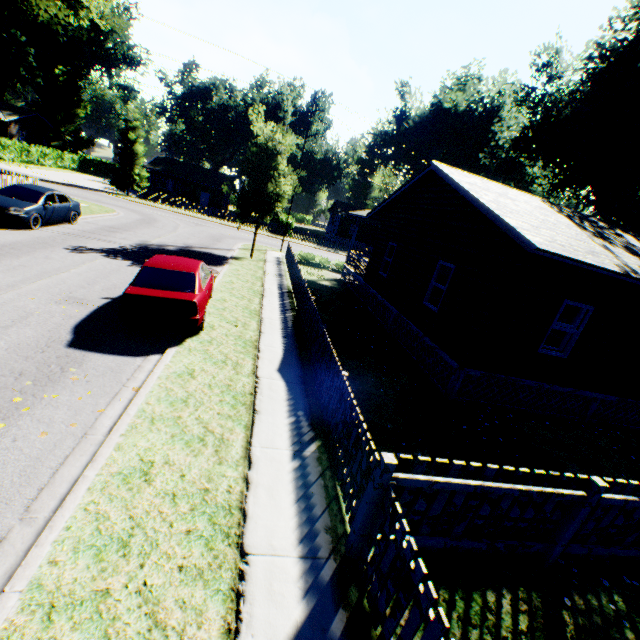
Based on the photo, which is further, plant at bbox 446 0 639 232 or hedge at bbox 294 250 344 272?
hedge at bbox 294 250 344 272

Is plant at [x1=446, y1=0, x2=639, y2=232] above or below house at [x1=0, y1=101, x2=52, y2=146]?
above

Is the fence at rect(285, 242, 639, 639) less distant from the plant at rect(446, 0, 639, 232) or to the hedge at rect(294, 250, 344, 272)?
the hedge at rect(294, 250, 344, 272)

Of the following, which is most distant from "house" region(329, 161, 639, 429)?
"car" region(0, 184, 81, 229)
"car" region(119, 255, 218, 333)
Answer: "car" region(0, 184, 81, 229)

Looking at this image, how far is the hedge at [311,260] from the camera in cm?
2431

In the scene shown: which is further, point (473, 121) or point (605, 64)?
point (473, 121)

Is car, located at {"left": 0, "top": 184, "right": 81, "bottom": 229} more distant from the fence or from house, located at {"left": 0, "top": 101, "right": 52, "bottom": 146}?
house, located at {"left": 0, "top": 101, "right": 52, "bottom": 146}

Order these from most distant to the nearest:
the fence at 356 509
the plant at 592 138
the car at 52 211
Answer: the plant at 592 138 → the car at 52 211 → the fence at 356 509
